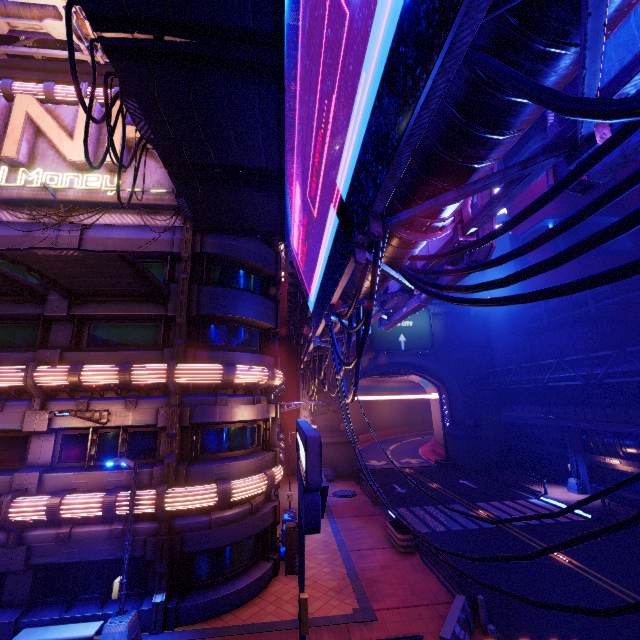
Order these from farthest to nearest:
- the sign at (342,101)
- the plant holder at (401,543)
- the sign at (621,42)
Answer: the plant holder at (401,543) < the sign at (621,42) < the sign at (342,101)

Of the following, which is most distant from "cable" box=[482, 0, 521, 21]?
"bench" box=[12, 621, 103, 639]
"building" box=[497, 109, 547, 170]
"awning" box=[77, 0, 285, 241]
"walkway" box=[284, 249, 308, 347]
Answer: "building" box=[497, 109, 547, 170]

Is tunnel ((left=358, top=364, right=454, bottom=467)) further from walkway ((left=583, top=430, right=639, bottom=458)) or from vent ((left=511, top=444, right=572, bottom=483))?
vent ((left=511, top=444, right=572, bottom=483))

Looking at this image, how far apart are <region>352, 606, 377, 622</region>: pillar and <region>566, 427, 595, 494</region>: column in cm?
2326

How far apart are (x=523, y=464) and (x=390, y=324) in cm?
3165

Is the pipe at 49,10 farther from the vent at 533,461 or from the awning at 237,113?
the vent at 533,461

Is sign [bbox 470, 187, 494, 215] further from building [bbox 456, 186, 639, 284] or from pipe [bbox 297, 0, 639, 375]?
building [bbox 456, 186, 639, 284]

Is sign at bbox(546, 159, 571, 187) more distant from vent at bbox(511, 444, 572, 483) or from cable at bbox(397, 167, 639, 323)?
vent at bbox(511, 444, 572, 483)
